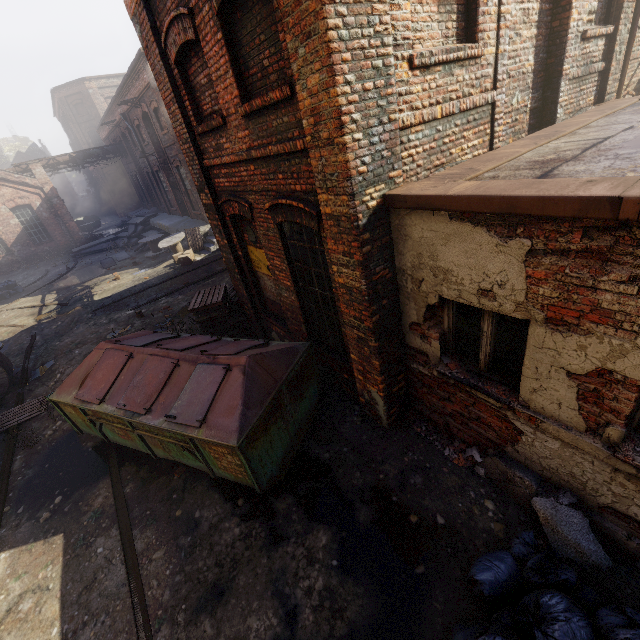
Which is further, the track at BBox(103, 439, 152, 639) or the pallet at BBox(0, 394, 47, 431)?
the pallet at BBox(0, 394, 47, 431)

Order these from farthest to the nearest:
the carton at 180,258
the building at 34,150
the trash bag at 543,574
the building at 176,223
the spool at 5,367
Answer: the building at 34,150, the building at 176,223, the carton at 180,258, the spool at 5,367, the trash bag at 543,574

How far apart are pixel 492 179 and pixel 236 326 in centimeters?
686cm

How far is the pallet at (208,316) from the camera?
8.0m

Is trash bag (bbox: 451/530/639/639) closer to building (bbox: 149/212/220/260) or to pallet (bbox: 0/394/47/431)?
pallet (bbox: 0/394/47/431)

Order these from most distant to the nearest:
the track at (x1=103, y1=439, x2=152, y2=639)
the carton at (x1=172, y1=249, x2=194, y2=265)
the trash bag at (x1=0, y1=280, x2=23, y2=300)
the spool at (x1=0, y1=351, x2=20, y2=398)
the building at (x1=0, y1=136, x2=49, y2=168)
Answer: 1. the building at (x1=0, y1=136, x2=49, y2=168)
2. the trash bag at (x1=0, y1=280, x2=23, y2=300)
3. the carton at (x1=172, y1=249, x2=194, y2=265)
4. the spool at (x1=0, y1=351, x2=20, y2=398)
5. the track at (x1=103, y1=439, x2=152, y2=639)

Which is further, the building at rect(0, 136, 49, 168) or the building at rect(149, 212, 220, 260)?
the building at rect(0, 136, 49, 168)

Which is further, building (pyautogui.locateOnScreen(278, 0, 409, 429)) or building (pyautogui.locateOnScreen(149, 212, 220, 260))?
building (pyautogui.locateOnScreen(149, 212, 220, 260))
